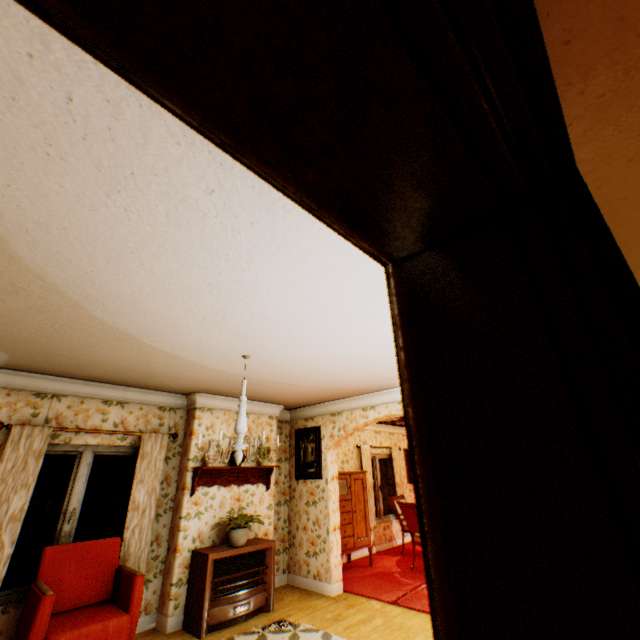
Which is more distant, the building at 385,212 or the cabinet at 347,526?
the cabinet at 347,526

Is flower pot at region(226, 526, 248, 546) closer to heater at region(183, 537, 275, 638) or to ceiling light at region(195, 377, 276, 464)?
heater at region(183, 537, 275, 638)

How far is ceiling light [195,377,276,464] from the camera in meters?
3.2

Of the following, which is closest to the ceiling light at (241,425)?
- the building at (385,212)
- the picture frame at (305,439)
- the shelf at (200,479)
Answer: the building at (385,212)

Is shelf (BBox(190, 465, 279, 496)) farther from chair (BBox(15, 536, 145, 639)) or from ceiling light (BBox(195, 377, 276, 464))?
ceiling light (BBox(195, 377, 276, 464))

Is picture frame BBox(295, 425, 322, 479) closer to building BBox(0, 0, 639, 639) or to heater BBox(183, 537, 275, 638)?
building BBox(0, 0, 639, 639)

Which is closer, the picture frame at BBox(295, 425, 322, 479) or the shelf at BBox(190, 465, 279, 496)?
the shelf at BBox(190, 465, 279, 496)

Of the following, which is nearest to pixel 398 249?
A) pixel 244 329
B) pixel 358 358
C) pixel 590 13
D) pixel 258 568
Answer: pixel 590 13
